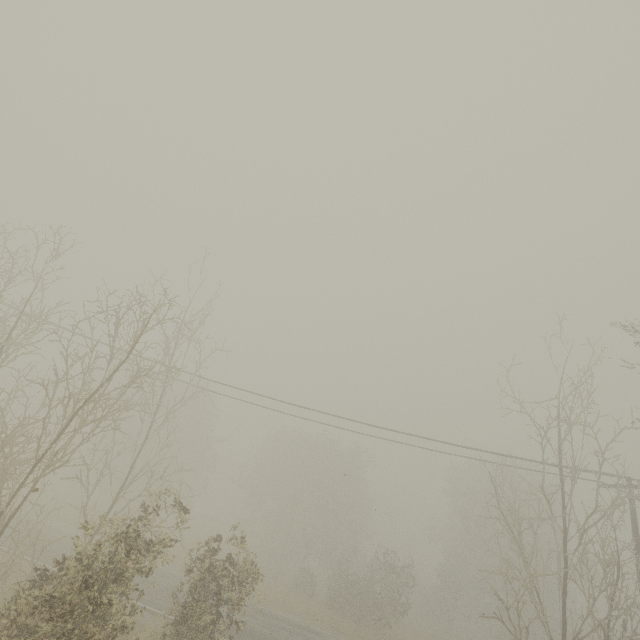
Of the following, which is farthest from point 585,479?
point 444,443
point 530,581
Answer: point 444,443
